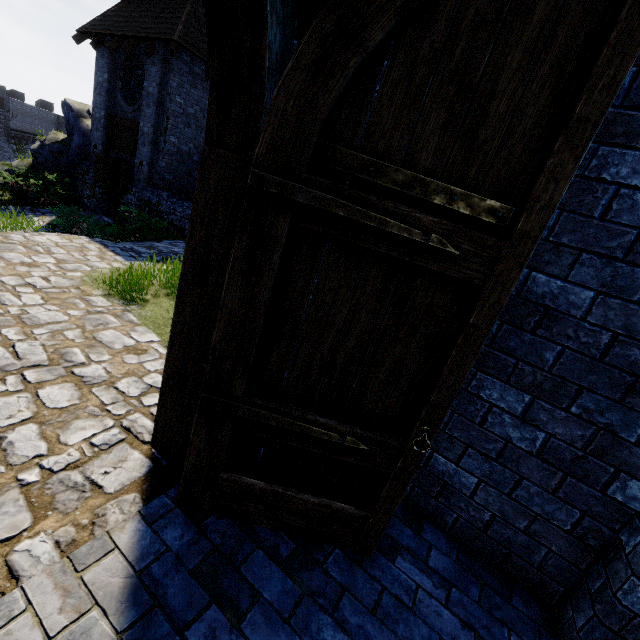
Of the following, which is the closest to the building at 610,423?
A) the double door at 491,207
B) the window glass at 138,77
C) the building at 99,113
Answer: the double door at 491,207

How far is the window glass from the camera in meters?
14.0 m

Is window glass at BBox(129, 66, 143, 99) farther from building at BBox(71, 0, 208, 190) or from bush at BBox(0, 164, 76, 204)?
bush at BBox(0, 164, 76, 204)

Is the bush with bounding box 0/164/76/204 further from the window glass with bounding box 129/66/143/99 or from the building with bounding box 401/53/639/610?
the building with bounding box 401/53/639/610

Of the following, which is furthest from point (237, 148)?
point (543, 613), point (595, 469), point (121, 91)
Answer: point (121, 91)

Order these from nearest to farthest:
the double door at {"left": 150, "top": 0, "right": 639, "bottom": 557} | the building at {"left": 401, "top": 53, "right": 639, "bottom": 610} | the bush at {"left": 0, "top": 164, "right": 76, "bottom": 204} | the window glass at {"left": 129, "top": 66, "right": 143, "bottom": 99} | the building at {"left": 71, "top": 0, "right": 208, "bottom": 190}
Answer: the double door at {"left": 150, "top": 0, "right": 639, "bottom": 557} < the building at {"left": 401, "top": 53, "right": 639, "bottom": 610} < the building at {"left": 71, "top": 0, "right": 208, "bottom": 190} < the bush at {"left": 0, "top": 164, "right": 76, "bottom": 204} < the window glass at {"left": 129, "top": 66, "right": 143, "bottom": 99}

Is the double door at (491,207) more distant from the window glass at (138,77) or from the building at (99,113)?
the window glass at (138,77)
